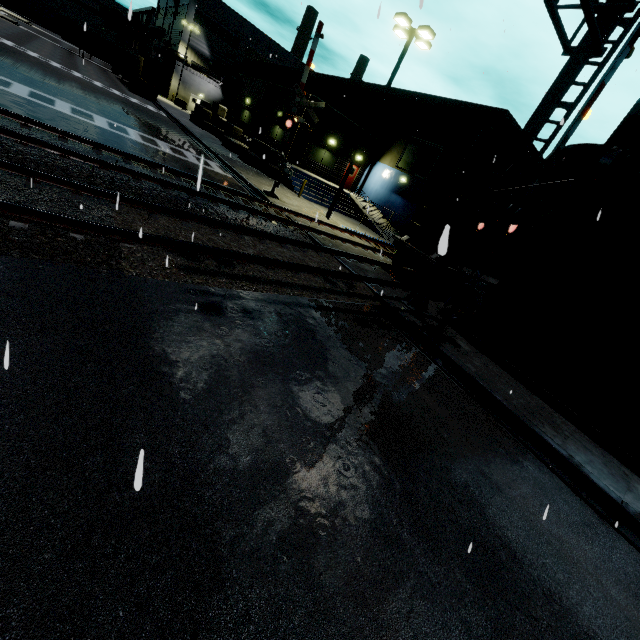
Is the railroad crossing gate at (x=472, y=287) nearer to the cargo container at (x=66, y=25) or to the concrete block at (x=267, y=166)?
the concrete block at (x=267, y=166)

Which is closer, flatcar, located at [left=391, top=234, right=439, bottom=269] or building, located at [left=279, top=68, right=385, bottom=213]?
flatcar, located at [left=391, top=234, right=439, bottom=269]

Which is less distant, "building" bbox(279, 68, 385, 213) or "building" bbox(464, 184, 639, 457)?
"building" bbox(464, 184, 639, 457)

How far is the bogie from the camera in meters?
13.9 m

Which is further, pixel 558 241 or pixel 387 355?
pixel 558 241

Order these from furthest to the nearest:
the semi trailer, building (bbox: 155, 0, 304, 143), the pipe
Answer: the semi trailer, building (bbox: 155, 0, 304, 143), the pipe

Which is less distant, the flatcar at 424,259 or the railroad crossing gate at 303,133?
the flatcar at 424,259
